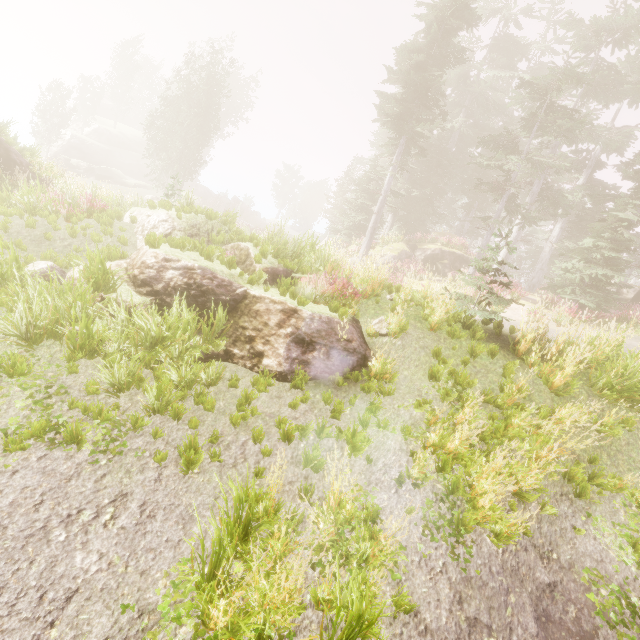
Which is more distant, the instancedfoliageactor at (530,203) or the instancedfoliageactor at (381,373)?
the instancedfoliageactor at (381,373)

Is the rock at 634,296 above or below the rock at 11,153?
above

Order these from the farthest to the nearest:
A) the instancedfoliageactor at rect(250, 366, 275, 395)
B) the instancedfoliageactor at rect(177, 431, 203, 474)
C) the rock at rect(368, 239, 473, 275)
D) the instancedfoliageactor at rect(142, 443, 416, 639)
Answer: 1. the rock at rect(368, 239, 473, 275)
2. the instancedfoliageactor at rect(250, 366, 275, 395)
3. the instancedfoliageactor at rect(177, 431, 203, 474)
4. the instancedfoliageactor at rect(142, 443, 416, 639)

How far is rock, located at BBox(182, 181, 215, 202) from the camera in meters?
50.2

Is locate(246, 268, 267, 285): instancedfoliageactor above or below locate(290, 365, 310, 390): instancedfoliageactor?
above

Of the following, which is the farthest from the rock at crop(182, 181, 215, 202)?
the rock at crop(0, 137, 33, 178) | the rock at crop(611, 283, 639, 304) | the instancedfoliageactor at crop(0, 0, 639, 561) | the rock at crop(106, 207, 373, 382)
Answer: the rock at crop(611, 283, 639, 304)

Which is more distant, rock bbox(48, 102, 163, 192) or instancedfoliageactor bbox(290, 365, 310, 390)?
rock bbox(48, 102, 163, 192)

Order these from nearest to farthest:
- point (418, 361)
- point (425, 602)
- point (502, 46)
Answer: point (425, 602)
point (418, 361)
point (502, 46)
